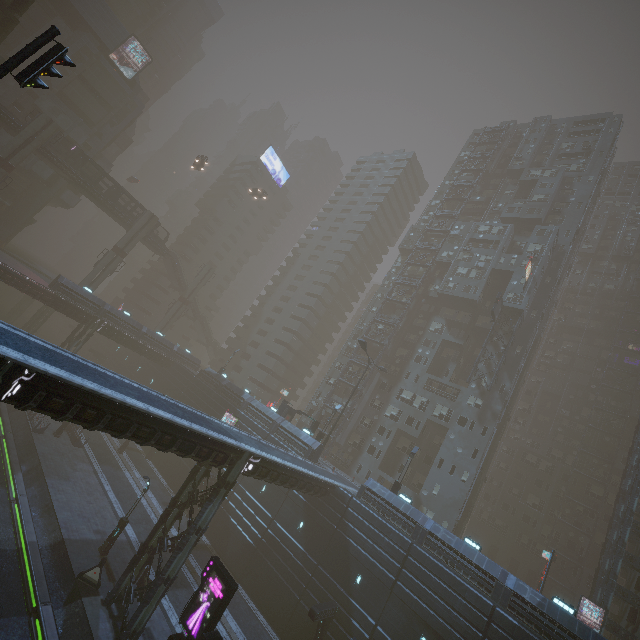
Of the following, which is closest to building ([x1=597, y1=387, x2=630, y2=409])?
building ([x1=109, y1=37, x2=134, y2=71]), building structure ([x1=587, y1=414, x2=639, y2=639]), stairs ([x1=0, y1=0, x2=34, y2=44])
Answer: building structure ([x1=587, y1=414, x2=639, y2=639])

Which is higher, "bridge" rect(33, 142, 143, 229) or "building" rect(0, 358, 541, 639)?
"bridge" rect(33, 142, 143, 229)

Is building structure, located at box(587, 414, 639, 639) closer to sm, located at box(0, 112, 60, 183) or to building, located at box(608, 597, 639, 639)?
building, located at box(608, 597, 639, 639)

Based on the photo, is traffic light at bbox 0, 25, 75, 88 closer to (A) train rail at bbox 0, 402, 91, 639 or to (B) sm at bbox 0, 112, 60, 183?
(A) train rail at bbox 0, 402, 91, 639

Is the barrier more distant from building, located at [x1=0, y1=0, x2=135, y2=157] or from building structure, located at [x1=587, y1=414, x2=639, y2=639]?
building structure, located at [x1=587, y1=414, x2=639, y2=639]

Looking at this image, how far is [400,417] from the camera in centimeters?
4509cm

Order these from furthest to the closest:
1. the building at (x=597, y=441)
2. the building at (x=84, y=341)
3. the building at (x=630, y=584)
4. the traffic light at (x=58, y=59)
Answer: the building at (x=597, y=441)
the building at (x=84, y=341)
the building at (x=630, y=584)
the traffic light at (x=58, y=59)

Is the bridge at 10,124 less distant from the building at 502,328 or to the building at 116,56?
the building at 502,328
